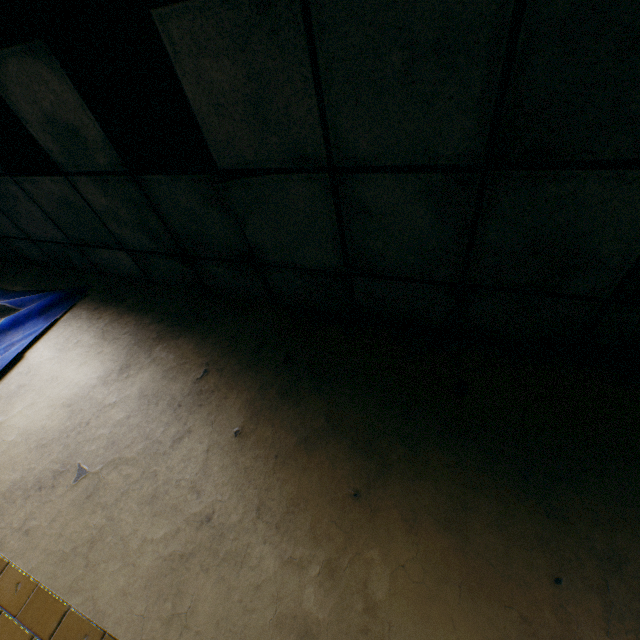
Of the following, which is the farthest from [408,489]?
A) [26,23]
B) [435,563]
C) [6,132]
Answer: [6,132]
